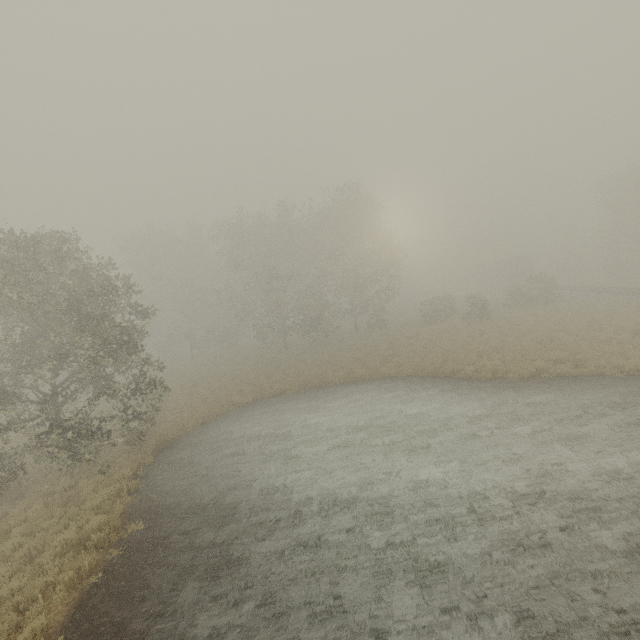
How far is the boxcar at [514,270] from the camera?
52.59m

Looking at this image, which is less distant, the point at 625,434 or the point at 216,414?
the point at 625,434

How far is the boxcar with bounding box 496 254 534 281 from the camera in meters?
52.6 m
